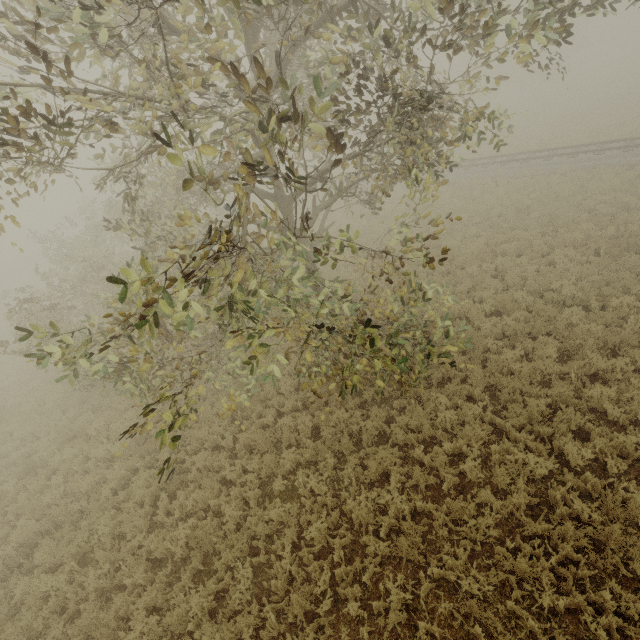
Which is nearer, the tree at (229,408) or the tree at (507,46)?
the tree at (507,46)

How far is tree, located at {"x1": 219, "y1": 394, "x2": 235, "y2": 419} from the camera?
3.92m

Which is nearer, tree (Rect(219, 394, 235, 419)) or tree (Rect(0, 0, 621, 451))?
tree (Rect(0, 0, 621, 451))

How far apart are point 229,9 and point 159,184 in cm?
725

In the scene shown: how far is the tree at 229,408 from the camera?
3.92m
